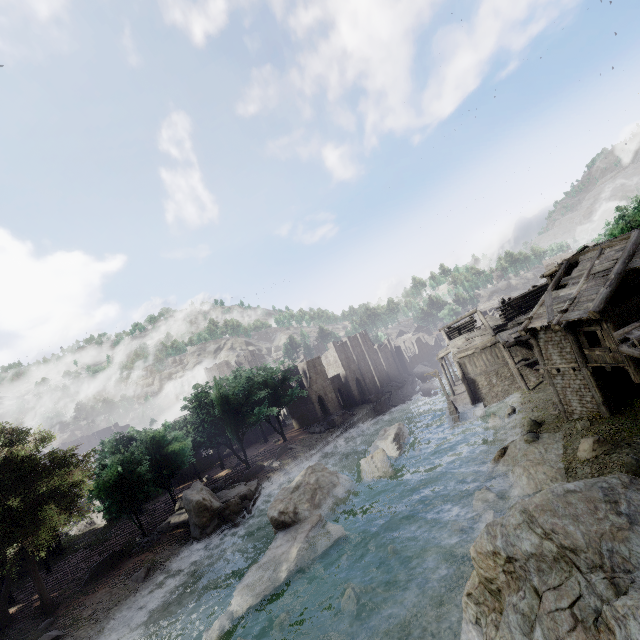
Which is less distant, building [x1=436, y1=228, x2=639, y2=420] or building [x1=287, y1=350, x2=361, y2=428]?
building [x1=436, y1=228, x2=639, y2=420]

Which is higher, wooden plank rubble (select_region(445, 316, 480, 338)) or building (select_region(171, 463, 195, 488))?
wooden plank rubble (select_region(445, 316, 480, 338))

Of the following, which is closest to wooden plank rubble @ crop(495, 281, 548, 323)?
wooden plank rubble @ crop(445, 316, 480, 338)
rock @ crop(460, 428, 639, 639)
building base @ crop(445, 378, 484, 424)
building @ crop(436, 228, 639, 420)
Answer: building @ crop(436, 228, 639, 420)

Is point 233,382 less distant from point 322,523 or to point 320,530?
point 322,523

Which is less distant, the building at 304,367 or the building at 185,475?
the building at 185,475

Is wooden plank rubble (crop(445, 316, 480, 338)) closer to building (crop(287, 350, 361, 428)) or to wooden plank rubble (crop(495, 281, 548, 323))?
building (crop(287, 350, 361, 428))

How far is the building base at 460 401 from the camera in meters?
33.5 m

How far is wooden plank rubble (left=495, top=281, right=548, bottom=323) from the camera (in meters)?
37.12
